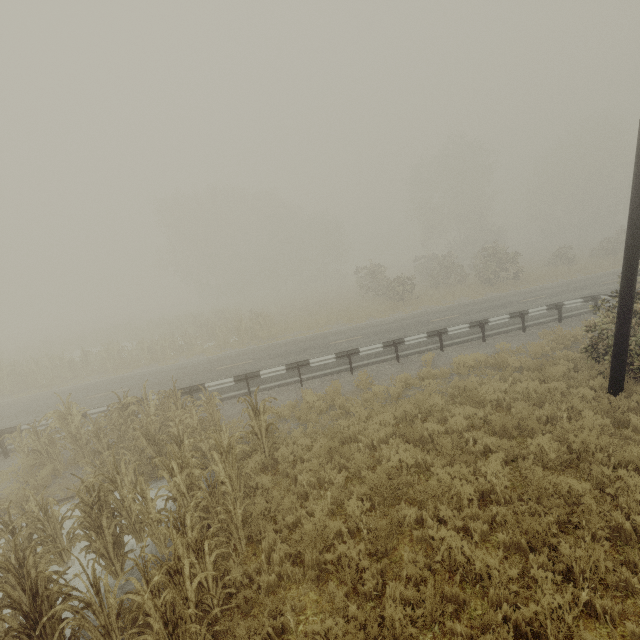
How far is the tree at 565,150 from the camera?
44.4m

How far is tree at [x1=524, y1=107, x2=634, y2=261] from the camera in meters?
44.4

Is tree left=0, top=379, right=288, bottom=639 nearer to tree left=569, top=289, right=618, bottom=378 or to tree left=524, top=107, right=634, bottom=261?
tree left=569, top=289, right=618, bottom=378

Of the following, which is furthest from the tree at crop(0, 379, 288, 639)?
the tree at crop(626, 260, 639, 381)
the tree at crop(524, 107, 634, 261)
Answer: the tree at crop(524, 107, 634, 261)

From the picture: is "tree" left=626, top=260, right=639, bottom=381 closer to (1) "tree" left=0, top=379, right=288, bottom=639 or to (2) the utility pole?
(2) the utility pole

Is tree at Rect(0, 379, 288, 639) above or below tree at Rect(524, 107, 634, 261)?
below

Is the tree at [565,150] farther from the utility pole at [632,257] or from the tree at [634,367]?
the utility pole at [632,257]

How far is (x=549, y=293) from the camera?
19.62m
